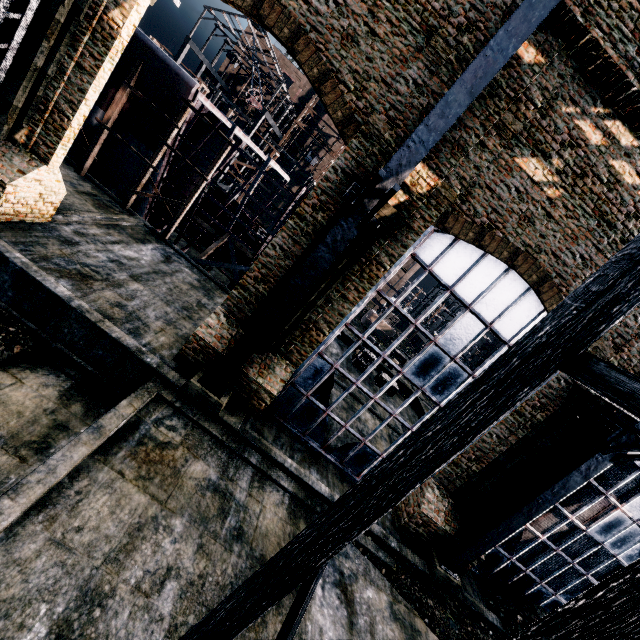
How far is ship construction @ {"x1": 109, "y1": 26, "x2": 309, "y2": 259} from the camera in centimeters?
1739cm

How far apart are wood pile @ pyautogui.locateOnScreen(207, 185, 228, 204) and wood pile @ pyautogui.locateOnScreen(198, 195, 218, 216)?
0.34m

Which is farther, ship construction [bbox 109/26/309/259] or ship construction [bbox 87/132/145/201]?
ship construction [bbox 87/132/145/201]

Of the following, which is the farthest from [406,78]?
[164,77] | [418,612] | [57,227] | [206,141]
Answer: [206,141]

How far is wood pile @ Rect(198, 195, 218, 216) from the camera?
32.3 meters

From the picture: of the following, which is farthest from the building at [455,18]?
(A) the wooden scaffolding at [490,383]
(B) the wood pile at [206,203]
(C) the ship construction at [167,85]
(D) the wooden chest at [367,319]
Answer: (D) the wooden chest at [367,319]

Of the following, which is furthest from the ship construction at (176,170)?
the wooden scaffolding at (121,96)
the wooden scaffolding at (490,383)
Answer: the wooden scaffolding at (490,383)

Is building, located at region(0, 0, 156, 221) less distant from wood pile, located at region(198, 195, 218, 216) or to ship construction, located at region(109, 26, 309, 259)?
ship construction, located at region(109, 26, 309, 259)
